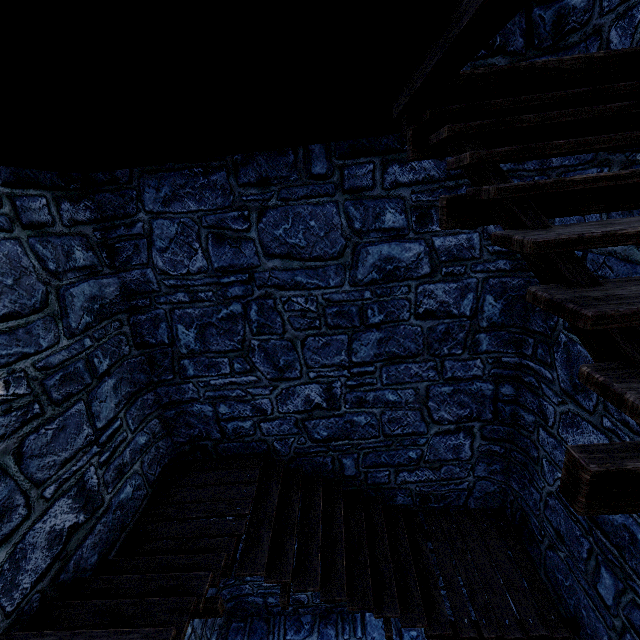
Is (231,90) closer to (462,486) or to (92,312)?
(92,312)
